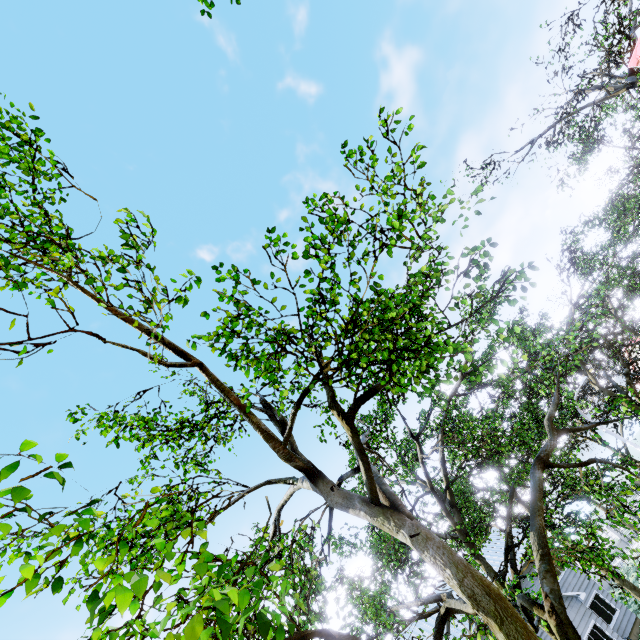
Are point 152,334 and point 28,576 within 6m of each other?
yes
